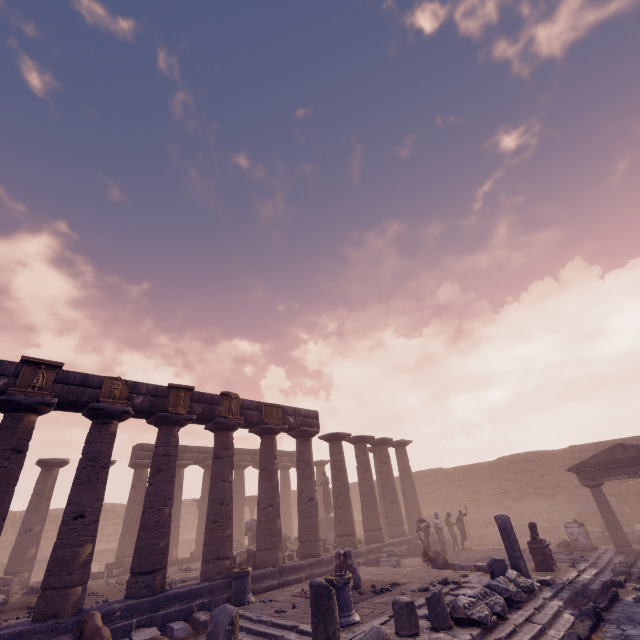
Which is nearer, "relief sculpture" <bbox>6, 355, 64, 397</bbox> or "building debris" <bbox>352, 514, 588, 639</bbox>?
"building debris" <bbox>352, 514, 588, 639</bbox>

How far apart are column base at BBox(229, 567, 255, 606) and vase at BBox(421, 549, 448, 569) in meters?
6.7

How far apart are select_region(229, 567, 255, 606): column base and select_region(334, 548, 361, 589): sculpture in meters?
2.7

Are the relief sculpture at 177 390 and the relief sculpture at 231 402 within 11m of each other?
yes

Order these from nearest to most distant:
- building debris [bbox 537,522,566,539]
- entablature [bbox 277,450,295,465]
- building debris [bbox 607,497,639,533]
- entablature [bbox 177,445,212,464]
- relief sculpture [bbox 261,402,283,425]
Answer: relief sculpture [bbox 261,402,283,425] → building debris [bbox 607,497,639,533] → building debris [bbox 537,522,566,539] → entablature [bbox 177,445,212,464] → entablature [bbox 277,450,295,465]

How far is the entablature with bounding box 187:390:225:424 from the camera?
12.9 meters

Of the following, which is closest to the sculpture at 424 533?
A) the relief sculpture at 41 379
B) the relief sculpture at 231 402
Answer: the relief sculpture at 231 402

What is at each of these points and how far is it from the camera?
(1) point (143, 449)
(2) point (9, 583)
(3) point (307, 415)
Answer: (1) entablature, 20.2 meters
(2) stone blocks, 13.6 meters
(3) entablature, 16.9 meters
